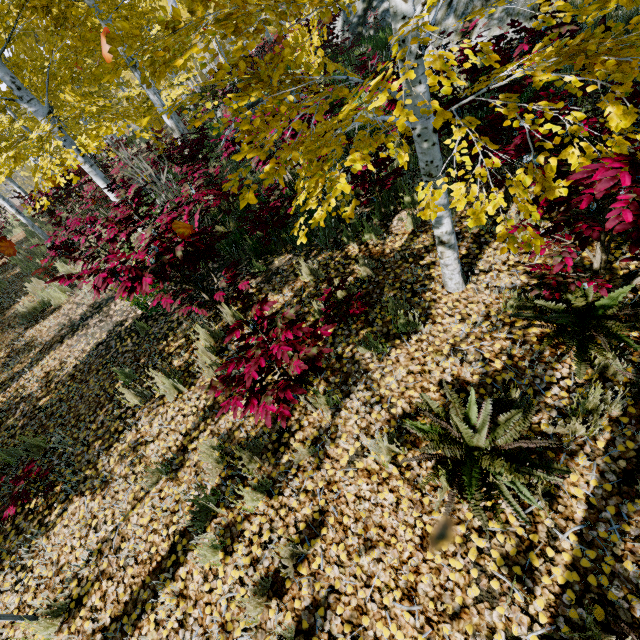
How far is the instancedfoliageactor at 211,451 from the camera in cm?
318

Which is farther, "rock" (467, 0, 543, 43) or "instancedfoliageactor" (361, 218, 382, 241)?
"rock" (467, 0, 543, 43)

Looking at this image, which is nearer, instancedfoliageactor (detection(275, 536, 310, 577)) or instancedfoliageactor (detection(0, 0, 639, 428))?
instancedfoliageactor (detection(0, 0, 639, 428))

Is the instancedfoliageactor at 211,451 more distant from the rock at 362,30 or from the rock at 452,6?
the rock at 362,30

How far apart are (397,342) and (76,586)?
4.0m

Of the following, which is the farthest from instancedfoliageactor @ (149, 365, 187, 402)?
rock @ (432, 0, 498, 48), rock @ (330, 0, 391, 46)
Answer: rock @ (330, 0, 391, 46)

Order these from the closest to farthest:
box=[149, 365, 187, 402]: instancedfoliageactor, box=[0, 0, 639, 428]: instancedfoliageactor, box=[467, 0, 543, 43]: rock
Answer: box=[0, 0, 639, 428]: instancedfoliageactor
box=[149, 365, 187, 402]: instancedfoliageactor
box=[467, 0, 543, 43]: rock
